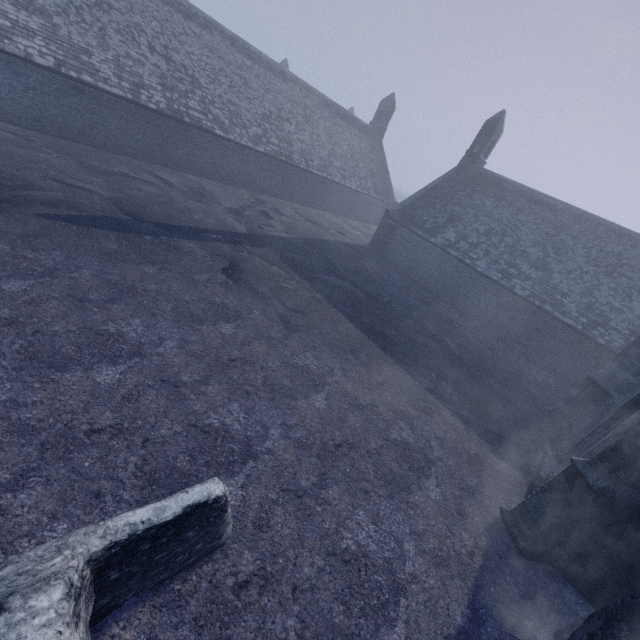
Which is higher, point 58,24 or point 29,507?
point 58,24
